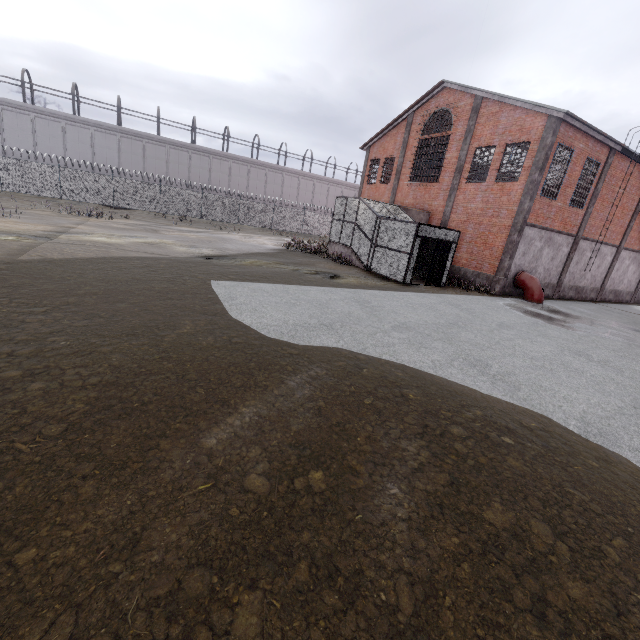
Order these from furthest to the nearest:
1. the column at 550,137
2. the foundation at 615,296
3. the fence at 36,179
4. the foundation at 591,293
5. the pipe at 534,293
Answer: the fence at 36,179
the foundation at 615,296
the foundation at 591,293
the pipe at 534,293
the column at 550,137

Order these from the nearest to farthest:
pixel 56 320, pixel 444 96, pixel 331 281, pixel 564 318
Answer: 1. pixel 56 320
2. pixel 331 281
3. pixel 564 318
4. pixel 444 96

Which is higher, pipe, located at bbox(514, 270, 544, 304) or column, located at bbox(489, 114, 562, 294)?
column, located at bbox(489, 114, 562, 294)

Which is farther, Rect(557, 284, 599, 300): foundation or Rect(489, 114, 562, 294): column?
Rect(557, 284, 599, 300): foundation

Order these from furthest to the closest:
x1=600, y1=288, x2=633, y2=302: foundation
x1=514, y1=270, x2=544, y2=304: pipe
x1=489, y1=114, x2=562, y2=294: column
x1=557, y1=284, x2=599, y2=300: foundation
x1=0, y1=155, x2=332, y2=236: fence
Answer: x1=0, y1=155, x2=332, y2=236: fence, x1=600, y1=288, x2=633, y2=302: foundation, x1=557, y1=284, x2=599, y2=300: foundation, x1=514, y1=270, x2=544, y2=304: pipe, x1=489, y1=114, x2=562, y2=294: column

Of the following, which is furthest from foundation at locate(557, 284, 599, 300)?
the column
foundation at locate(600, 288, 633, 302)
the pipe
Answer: the column

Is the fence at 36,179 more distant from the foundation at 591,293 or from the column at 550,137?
the column at 550,137

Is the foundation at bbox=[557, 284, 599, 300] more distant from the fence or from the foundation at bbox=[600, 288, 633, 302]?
the fence
